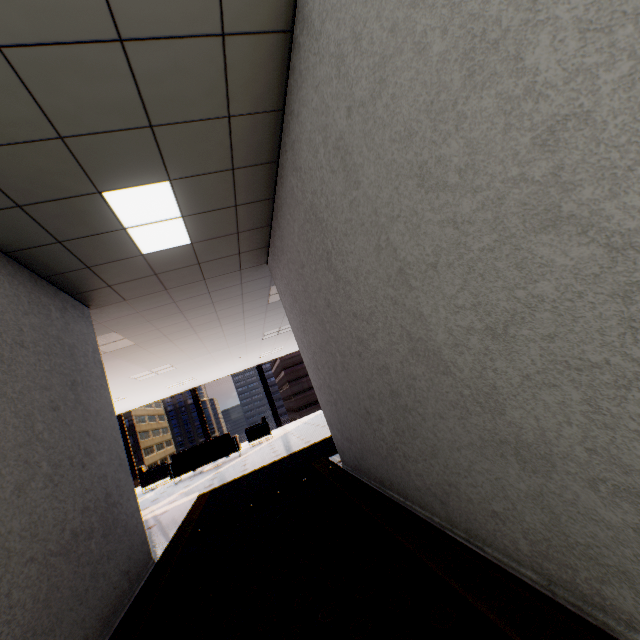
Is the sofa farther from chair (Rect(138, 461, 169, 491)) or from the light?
the light

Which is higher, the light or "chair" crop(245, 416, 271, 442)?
the light

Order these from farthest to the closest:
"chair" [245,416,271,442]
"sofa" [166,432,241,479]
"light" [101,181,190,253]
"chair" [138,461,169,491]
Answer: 1. "chair" [245,416,271,442]
2. "chair" [138,461,169,491]
3. "sofa" [166,432,241,479]
4. "light" [101,181,190,253]

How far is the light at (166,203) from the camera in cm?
249

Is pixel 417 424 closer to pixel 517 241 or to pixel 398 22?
pixel 517 241

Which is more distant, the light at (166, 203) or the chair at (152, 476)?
the chair at (152, 476)

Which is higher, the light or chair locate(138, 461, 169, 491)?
the light

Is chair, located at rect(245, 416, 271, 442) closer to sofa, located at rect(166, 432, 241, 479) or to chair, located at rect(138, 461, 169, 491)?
sofa, located at rect(166, 432, 241, 479)
